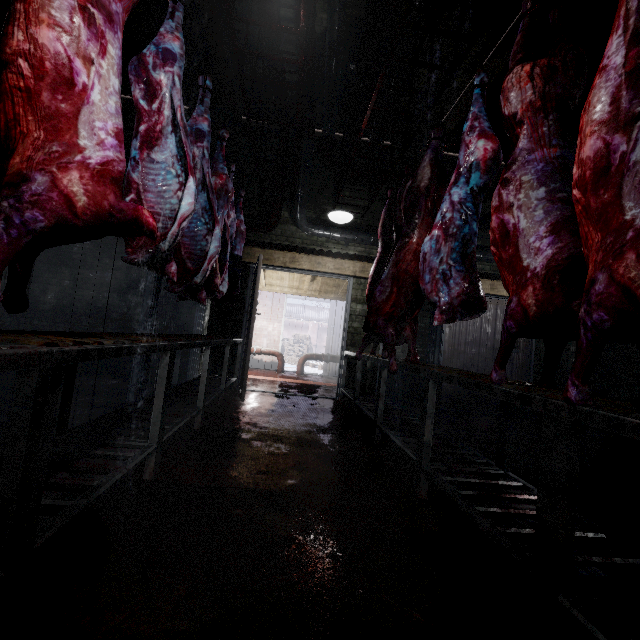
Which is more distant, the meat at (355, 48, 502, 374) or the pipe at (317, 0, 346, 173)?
the pipe at (317, 0, 346, 173)

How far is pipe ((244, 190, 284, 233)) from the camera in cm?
482

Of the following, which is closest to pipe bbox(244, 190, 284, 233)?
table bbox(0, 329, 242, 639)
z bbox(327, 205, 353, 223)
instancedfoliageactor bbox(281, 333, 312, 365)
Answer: z bbox(327, 205, 353, 223)

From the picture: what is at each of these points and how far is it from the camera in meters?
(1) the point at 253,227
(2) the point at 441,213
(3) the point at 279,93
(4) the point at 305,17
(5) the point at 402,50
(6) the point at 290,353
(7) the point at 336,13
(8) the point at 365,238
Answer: (1) pipe, 4.8 m
(2) meat, 2.0 m
(3) pipe, 4.2 m
(4) rig, 2.1 m
(5) pipe, 3.4 m
(6) instancedfoliageactor, 14.0 m
(7) pipe, 3.2 m
(8) pipe, 4.9 m

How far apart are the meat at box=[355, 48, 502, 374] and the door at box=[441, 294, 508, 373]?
1.8m

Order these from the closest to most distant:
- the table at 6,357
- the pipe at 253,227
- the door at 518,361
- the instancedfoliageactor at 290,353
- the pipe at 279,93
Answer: the table at 6,357 → the pipe at 279,93 → the pipe at 253,227 → the door at 518,361 → the instancedfoliageactor at 290,353

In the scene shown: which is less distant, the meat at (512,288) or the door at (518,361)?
the meat at (512,288)
